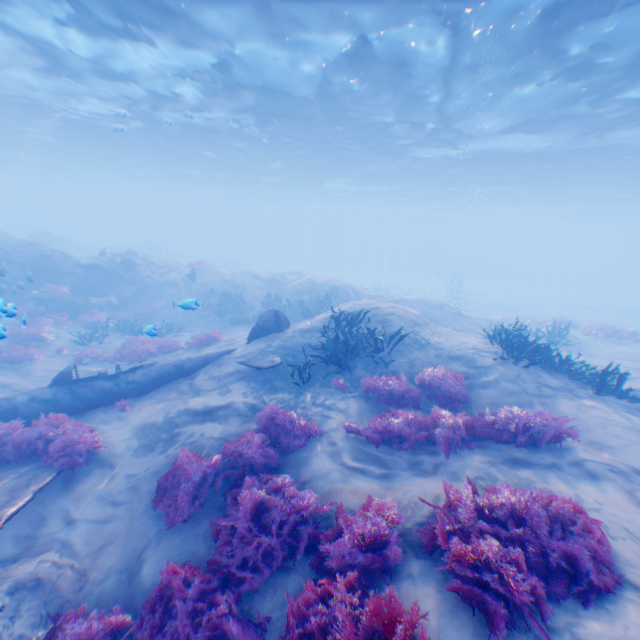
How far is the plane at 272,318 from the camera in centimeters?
1173cm

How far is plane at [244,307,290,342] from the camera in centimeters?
1173cm

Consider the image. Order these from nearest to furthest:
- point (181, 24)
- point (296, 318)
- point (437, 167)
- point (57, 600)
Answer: point (57, 600) → point (181, 24) → point (296, 318) → point (437, 167)

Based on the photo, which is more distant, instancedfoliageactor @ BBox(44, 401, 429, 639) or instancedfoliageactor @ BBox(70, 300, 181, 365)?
instancedfoliageactor @ BBox(70, 300, 181, 365)

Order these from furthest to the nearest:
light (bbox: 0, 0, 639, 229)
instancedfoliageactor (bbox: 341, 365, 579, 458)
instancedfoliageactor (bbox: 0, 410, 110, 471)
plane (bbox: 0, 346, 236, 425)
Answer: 1. light (bbox: 0, 0, 639, 229)
2. plane (bbox: 0, 346, 236, 425)
3. instancedfoliageactor (bbox: 0, 410, 110, 471)
4. instancedfoliageactor (bbox: 341, 365, 579, 458)

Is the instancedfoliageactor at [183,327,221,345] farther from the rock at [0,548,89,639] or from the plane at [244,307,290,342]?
the plane at [244,307,290,342]

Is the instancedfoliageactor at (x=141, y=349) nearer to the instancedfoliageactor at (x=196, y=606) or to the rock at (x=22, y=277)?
the rock at (x=22, y=277)
